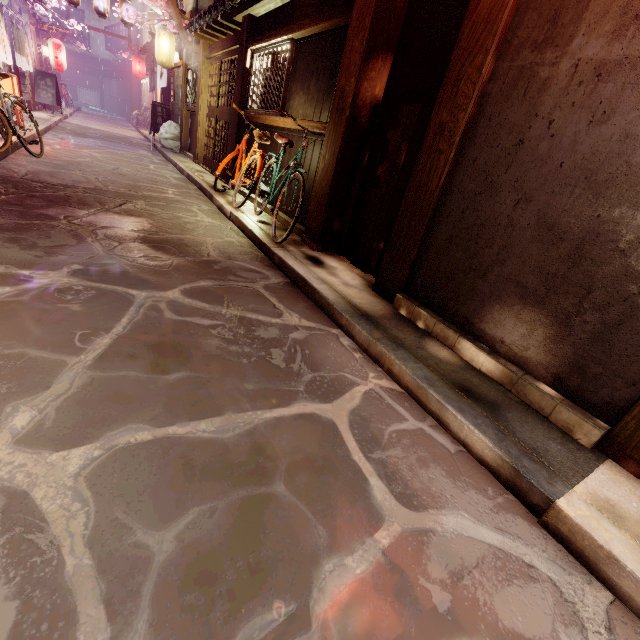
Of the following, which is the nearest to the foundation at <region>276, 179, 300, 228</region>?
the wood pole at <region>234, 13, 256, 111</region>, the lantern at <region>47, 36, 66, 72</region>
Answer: the wood pole at <region>234, 13, 256, 111</region>

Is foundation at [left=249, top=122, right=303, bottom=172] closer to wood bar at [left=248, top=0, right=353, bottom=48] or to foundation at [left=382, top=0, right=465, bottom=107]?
foundation at [left=382, top=0, right=465, bottom=107]

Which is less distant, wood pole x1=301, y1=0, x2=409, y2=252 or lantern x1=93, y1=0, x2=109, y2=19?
wood pole x1=301, y1=0, x2=409, y2=252

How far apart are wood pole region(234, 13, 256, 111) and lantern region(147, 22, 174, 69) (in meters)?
12.26

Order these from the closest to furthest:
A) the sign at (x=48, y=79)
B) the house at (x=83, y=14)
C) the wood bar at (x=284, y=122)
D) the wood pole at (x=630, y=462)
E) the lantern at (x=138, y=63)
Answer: the wood pole at (x=630, y=462)
the wood bar at (x=284, y=122)
the sign at (x=48, y=79)
the lantern at (x=138, y=63)
the house at (x=83, y=14)

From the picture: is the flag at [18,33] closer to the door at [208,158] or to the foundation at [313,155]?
the door at [208,158]

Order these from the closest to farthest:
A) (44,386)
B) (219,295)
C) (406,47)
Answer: (44,386), (219,295), (406,47)

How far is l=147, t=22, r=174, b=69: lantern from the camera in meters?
19.9 m
